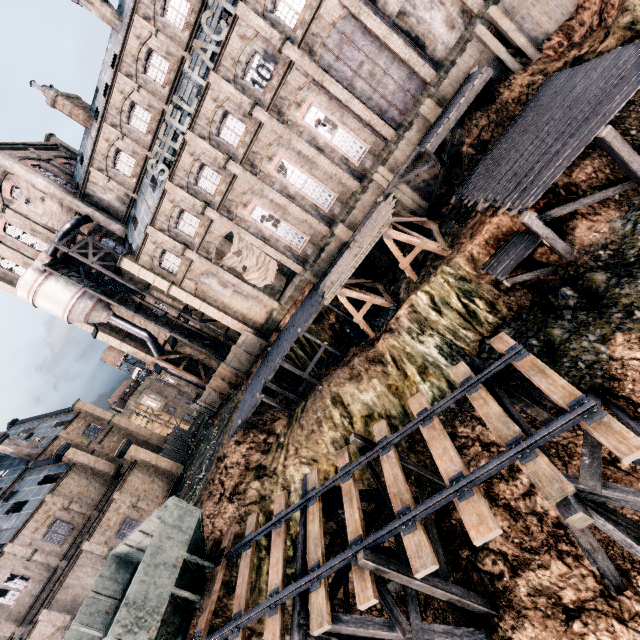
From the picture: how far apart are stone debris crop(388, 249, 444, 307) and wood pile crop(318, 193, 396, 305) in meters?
3.5

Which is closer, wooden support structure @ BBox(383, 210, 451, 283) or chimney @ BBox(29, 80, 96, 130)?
wooden support structure @ BBox(383, 210, 451, 283)

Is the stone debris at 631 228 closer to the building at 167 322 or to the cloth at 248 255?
the building at 167 322

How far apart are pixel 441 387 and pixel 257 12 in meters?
27.9

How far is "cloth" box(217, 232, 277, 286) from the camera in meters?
30.3

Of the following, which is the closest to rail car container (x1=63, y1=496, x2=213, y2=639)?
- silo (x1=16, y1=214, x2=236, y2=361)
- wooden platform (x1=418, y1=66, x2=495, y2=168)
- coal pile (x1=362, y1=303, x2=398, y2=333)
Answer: coal pile (x1=362, y1=303, x2=398, y2=333)

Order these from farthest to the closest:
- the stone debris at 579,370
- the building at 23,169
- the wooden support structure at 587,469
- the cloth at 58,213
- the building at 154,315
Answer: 1. the building at 154,315
2. the cloth at 58,213
3. the building at 23,169
4. the stone debris at 579,370
5. the wooden support structure at 587,469

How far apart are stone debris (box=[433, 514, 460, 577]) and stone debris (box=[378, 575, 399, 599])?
1.29m
